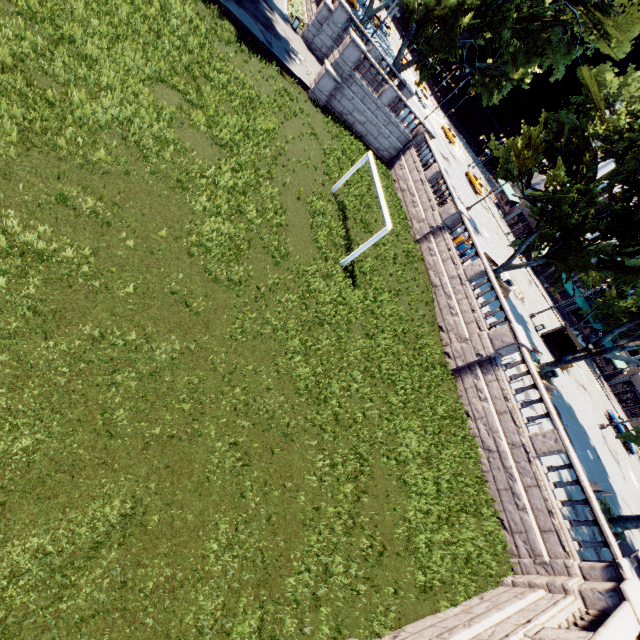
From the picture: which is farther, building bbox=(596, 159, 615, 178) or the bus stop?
building bbox=(596, 159, 615, 178)

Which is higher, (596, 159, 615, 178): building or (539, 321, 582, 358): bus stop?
(596, 159, 615, 178): building

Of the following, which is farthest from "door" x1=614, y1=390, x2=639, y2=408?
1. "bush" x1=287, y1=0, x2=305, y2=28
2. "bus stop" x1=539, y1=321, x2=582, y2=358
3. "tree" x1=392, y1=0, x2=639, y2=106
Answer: "bush" x1=287, y1=0, x2=305, y2=28

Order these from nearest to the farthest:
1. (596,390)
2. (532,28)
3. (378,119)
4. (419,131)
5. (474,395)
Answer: (474,395) → (532,28) → (378,119) → (419,131) → (596,390)

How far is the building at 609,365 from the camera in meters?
56.0

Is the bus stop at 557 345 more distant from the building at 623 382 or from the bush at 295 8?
the bush at 295 8

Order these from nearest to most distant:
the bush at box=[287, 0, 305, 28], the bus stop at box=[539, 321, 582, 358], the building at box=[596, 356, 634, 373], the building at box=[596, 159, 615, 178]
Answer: the bush at box=[287, 0, 305, 28] < the bus stop at box=[539, 321, 582, 358] < the building at box=[596, 159, 615, 178] < the building at box=[596, 356, 634, 373]

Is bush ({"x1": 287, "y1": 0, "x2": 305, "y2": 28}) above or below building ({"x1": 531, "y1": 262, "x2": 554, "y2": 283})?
below
